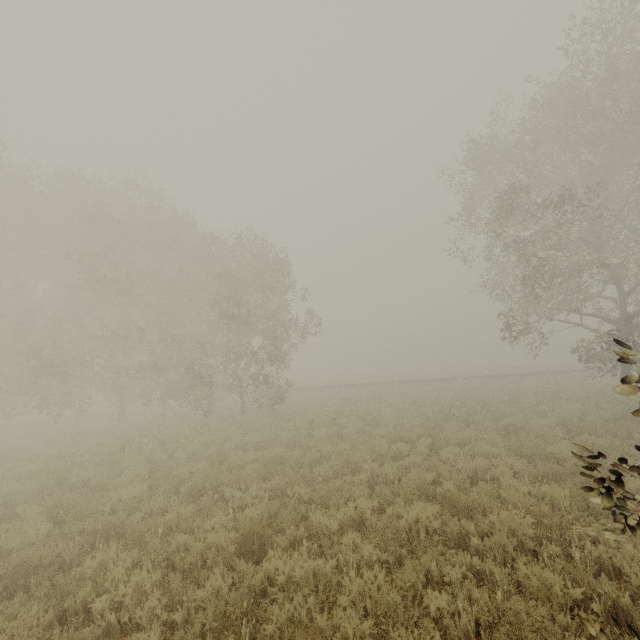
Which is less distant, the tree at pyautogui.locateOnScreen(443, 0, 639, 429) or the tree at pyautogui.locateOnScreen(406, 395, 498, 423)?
the tree at pyautogui.locateOnScreen(443, 0, 639, 429)

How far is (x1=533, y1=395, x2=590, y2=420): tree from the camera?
13.9m

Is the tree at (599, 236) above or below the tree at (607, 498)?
above

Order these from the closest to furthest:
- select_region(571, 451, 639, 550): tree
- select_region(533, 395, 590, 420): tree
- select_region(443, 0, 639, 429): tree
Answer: select_region(571, 451, 639, 550): tree < select_region(443, 0, 639, 429): tree < select_region(533, 395, 590, 420): tree

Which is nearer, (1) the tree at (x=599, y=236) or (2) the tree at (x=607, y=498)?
(2) the tree at (x=607, y=498)

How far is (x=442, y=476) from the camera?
7.7m
